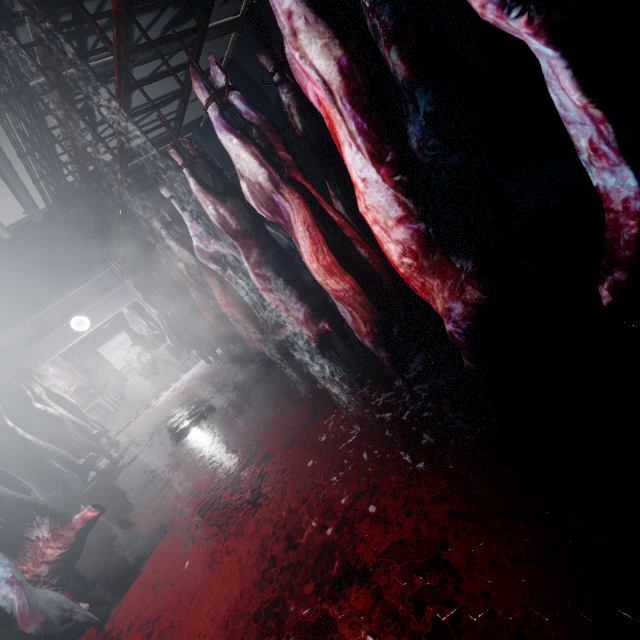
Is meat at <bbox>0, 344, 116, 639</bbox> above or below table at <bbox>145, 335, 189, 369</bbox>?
above

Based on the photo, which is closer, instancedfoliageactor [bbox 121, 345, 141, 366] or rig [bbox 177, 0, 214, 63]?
rig [bbox 177, 0, 214, 63]

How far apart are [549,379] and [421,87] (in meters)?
1.48

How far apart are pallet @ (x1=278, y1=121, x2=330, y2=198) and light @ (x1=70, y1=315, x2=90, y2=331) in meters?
3.9

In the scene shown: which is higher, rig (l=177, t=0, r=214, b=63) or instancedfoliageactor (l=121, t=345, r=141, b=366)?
rig (l=177, t=0, r=214, b=63)

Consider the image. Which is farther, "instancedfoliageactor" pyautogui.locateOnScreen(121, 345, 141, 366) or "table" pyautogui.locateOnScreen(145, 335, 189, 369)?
"instancedfoliageactor" pyautogui.locateOnScreen(121, 345, 141, 366)

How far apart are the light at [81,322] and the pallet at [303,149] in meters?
3.9

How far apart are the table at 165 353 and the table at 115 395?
1.59m
